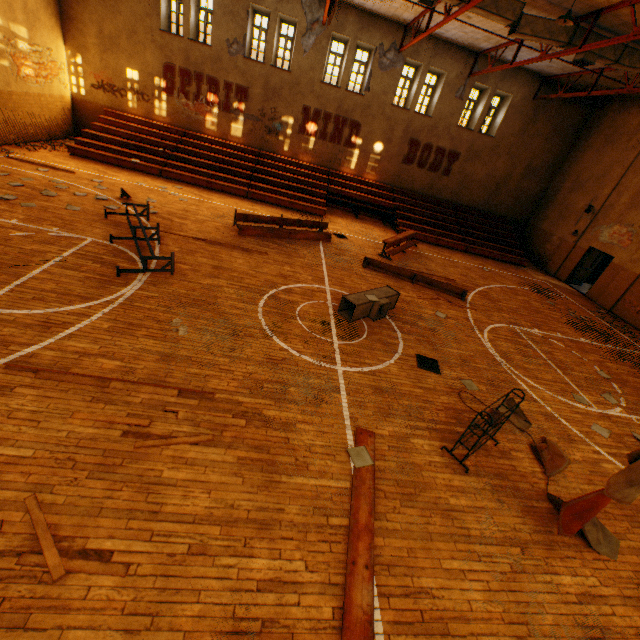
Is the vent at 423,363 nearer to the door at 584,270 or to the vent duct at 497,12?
the vent duct at 497,12

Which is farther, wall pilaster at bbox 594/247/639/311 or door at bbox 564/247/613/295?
door at bbox 564/247/613/295

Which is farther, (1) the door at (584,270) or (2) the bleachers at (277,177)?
(1) the door at (584,270)

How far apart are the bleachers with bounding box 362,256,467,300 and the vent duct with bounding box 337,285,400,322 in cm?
236

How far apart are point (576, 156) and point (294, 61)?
16.9m

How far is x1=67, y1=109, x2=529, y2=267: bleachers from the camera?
15.3m

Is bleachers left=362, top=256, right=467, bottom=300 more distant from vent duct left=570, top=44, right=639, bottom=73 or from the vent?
vent duct left=570, top=44, right=639, bottom=73

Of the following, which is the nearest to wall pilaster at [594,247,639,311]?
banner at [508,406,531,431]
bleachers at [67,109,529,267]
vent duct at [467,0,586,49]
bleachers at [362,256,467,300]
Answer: vent duct at [467,0,586,49]
